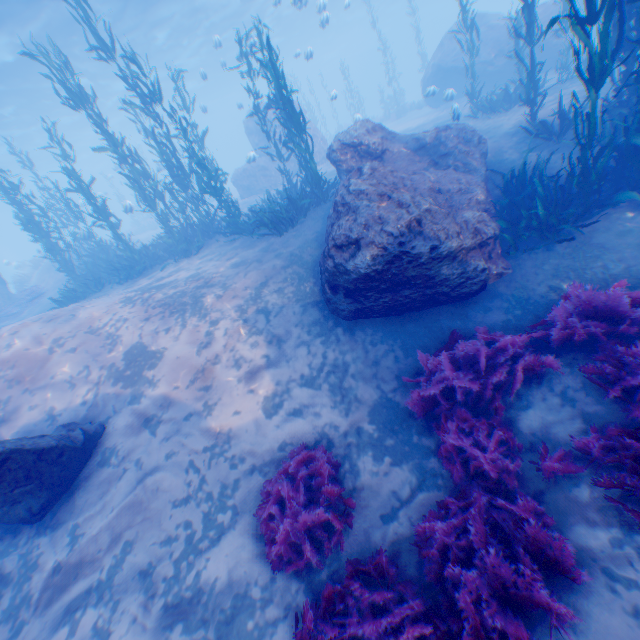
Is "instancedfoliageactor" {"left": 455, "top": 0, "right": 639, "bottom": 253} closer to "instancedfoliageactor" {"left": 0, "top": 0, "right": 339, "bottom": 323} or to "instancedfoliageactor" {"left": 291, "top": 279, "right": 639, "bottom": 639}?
"instancedfoliageactor" {"left": 291, "top": 279, "right": 639, "bottom": 639}

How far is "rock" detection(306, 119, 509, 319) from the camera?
5.6m

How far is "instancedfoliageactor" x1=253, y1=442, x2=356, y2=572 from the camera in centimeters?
411cm

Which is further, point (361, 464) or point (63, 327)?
point (63, 327)

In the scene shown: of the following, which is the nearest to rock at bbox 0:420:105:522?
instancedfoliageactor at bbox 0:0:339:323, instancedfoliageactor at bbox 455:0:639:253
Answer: instancedfoliageactor at bbox 0:0:339:323

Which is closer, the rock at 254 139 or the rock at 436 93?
the rock at 436 93

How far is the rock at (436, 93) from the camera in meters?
17.2 m
